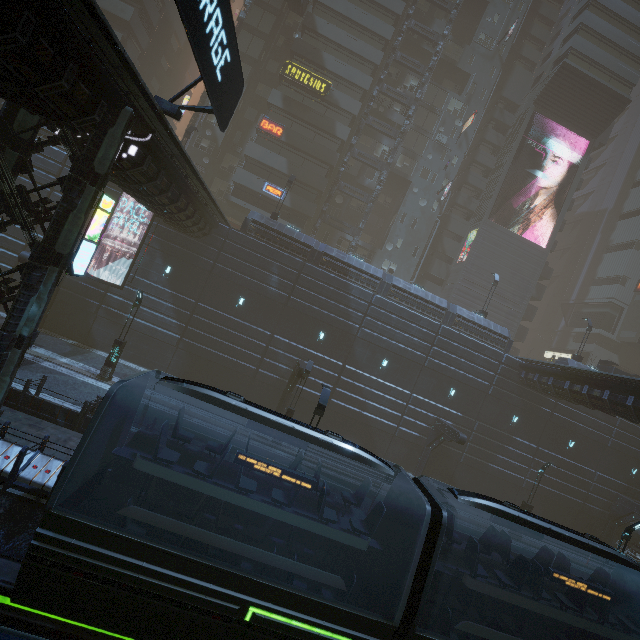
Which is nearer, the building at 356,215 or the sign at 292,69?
the sign at 292,69

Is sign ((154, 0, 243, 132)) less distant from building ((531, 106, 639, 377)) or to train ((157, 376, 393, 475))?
building ((531, 106, 639, 377))

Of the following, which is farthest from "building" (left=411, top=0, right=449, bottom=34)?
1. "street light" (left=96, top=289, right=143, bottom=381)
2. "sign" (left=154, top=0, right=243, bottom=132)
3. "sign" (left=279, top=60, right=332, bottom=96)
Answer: "street light" (left=96, top=289, right=143, bottom=381)

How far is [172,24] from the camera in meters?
39.7

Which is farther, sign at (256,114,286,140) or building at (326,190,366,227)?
building at (326,190,366,227)

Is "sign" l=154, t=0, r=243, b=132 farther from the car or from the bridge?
the car

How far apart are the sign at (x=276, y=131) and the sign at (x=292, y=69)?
4.28m

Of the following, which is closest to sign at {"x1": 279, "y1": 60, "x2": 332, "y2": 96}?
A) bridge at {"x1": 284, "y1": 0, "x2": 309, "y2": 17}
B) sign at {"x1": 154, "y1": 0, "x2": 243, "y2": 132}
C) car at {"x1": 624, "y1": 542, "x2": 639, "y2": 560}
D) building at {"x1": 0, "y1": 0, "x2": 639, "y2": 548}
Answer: building at {"x1": 0, "y1": 0, "x2": 639, "y2": 548}
